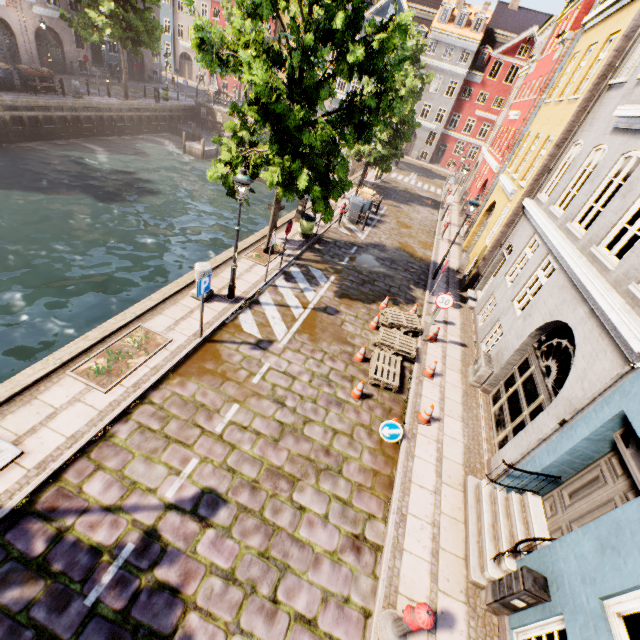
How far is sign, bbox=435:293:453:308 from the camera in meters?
9.8 m

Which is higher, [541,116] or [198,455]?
[541,116]

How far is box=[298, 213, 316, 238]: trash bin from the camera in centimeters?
1444cm

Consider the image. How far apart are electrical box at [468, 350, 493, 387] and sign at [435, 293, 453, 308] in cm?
163

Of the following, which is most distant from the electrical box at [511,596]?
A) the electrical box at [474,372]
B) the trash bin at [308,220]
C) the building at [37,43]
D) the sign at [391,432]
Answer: the building at [37,43]

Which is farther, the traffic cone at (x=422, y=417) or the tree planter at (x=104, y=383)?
the traffic cone at (x=422, y=417)

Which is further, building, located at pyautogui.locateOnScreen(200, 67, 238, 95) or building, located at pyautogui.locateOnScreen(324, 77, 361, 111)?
building, located at pyautogui.locateOnScreen(200, 67, 238, 95)

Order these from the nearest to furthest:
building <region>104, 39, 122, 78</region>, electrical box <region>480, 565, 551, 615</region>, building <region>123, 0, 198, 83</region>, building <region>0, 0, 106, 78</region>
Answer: electrical box <region>480, 565, 551, 615</region> → building <region>0, 0, 106, 78</region> → building <region>104, 39, 122, 78</region> → building <region>123, 0, 198, 83</region>
